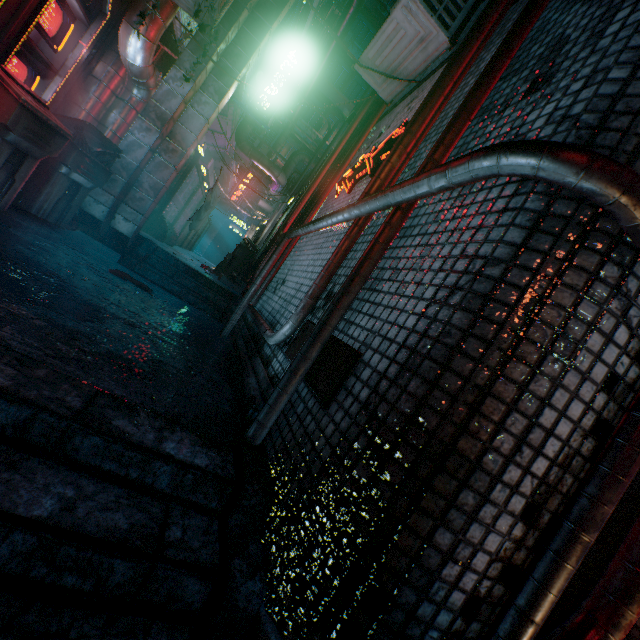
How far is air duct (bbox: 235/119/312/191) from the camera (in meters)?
7.91

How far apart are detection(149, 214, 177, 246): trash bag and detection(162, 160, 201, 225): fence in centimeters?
2cm

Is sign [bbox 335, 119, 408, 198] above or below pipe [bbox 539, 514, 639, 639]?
above

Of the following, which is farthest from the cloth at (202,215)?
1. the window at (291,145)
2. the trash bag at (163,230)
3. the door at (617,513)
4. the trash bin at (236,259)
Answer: the window at (291,145)

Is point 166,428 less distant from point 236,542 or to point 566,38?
point 236,542

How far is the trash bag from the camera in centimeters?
614cm

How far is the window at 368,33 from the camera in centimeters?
2016cm

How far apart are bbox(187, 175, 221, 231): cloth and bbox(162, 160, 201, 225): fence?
0.53m
